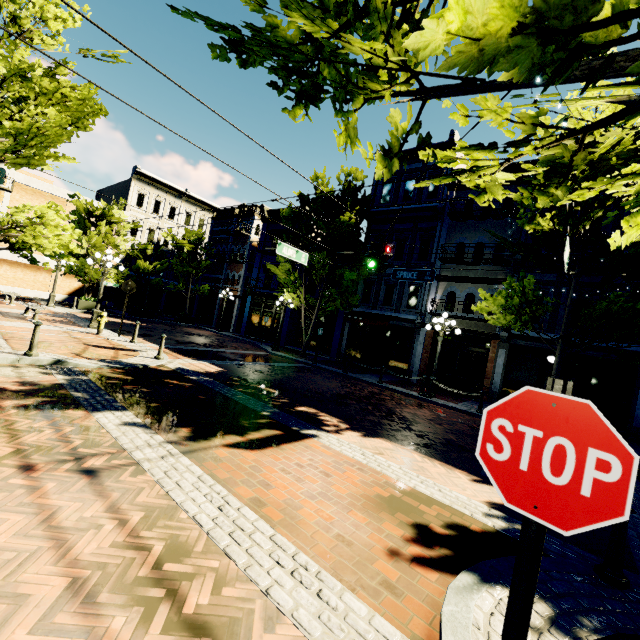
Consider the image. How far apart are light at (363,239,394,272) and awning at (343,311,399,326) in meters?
7.9

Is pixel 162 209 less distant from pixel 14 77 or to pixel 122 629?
pixel 14 77

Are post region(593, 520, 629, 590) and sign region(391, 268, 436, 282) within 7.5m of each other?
no

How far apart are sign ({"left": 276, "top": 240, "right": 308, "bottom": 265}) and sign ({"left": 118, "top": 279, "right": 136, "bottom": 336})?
6.6m

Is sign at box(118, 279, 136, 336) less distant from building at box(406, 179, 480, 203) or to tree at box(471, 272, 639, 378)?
tree at box(471, 272, 639, 378)

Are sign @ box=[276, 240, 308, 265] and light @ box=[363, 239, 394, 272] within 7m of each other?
yes

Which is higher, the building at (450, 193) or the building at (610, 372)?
the building at (450, 193)

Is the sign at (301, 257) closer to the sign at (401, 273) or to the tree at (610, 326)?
the sign at (401, 273)
